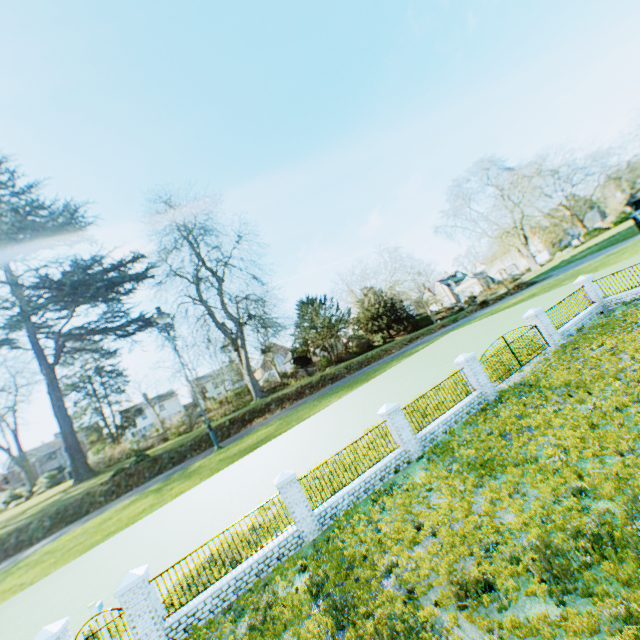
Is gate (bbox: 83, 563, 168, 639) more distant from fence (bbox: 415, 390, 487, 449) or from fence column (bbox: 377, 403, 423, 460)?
fence (bbox: 415, 390, 487, 449)

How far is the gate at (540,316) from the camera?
18.3m

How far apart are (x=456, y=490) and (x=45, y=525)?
69.45m

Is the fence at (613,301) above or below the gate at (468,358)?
below

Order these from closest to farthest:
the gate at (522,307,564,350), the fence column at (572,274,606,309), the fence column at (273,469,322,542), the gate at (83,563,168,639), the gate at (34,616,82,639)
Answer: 1. the gate at (34,616,82,639)
2. the gate at (83,563,168,639)
3. the fence column at (273,469,322,542)
4. the gate at (522,307,564,350)
5. the fence column at (572,274,606,309)

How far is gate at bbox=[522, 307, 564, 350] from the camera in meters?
18.3

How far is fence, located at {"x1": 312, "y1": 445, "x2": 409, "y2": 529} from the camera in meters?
12.3

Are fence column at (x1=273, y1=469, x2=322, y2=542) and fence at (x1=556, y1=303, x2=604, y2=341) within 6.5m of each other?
no
